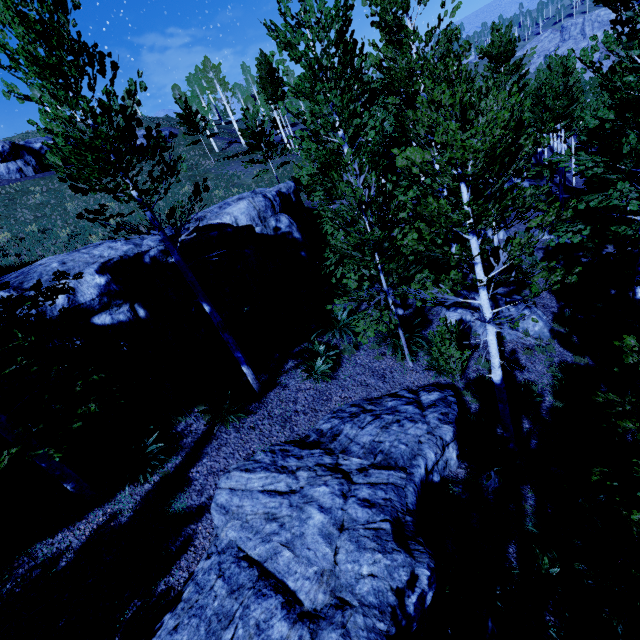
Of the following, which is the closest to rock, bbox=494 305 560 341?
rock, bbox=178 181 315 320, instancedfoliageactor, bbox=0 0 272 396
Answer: instancedfoliageactor, bbox=0 0 272 396

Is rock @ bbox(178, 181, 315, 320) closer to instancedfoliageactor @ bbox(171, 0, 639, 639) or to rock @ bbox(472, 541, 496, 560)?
instancedfoliageactor @ bbox(171, 0, 639, 639)

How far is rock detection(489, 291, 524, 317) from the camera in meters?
11.4 m

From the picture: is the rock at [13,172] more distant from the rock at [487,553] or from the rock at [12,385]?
the rock at [487,553]

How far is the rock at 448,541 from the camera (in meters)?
6.21

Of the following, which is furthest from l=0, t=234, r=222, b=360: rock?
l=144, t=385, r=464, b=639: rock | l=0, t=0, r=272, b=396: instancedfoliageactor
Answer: l=144, t=385, r=464, b=639: rock

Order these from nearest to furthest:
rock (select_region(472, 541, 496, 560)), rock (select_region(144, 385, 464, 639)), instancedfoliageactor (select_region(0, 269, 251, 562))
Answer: rock (select_region(144, 385, 464, 639))
instancedfoliageactor (select_region(0, 269, 251, 562))
rock (select_region(472, 541, 496, 560))

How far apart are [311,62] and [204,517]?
11.0 meters
